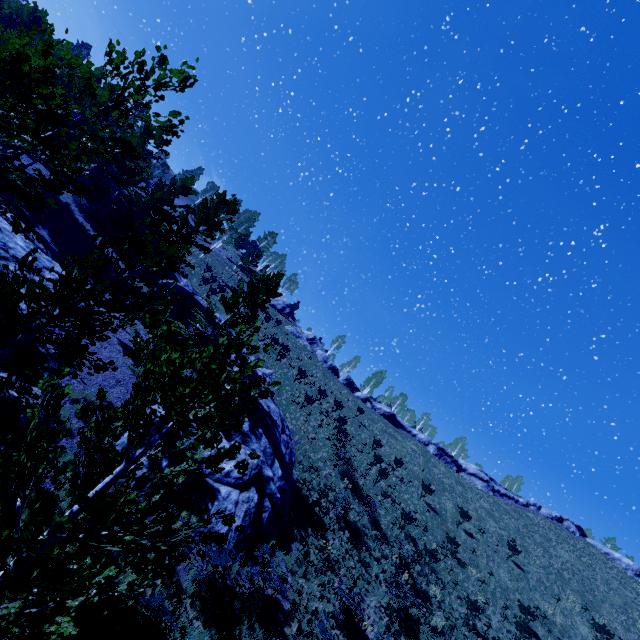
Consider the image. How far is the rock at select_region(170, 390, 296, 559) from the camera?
14.39m

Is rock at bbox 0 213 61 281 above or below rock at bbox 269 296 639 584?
below

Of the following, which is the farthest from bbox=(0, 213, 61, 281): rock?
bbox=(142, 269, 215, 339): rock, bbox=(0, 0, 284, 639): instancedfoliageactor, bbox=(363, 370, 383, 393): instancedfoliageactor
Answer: bbox=(363, 370, 383, 393): instancedfoliageactor

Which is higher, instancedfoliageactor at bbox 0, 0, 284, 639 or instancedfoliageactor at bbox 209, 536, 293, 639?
instancedfoliageactor at bbox 0, 0, 284, 639

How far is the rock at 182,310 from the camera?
23.0m

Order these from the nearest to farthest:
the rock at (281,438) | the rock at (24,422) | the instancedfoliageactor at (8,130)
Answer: the instancedfoliageactor at (8,130) < the rock at (24,422) < the rock at (281,438)

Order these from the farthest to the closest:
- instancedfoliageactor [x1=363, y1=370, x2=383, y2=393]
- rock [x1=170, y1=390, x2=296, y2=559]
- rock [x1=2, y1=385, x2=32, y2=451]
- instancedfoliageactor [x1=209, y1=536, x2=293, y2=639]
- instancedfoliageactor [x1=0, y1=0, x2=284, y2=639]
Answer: instancedfoliageactor [x1=363, y1=370, x2=383, y2=393]
rock [x1=170, y1=390, x2=296, y2=559]
instancedfoliageactor [x1=209, y1=536, x2=293, y2=639]
rock [x1=2, y1=385, x2=32, y2=451]
instancedfoliageactor [x1=0, y1=0, x2=284, y2=639]

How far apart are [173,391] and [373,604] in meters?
20.6 m
